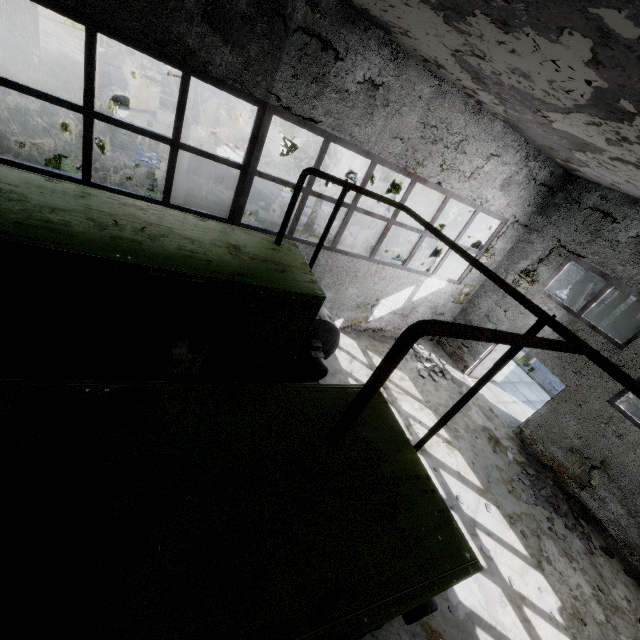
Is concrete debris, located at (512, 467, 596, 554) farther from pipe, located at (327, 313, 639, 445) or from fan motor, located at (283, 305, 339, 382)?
pipe, located at (327, 313, 639, 445)

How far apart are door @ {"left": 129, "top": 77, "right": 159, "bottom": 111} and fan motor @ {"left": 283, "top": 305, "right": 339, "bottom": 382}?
22.2 meters

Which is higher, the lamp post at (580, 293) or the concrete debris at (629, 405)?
the lamp post at (580, 293)

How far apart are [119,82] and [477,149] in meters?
25.1 m

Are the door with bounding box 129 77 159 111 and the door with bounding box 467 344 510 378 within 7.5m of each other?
no

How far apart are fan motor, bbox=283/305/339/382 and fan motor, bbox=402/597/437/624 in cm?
243

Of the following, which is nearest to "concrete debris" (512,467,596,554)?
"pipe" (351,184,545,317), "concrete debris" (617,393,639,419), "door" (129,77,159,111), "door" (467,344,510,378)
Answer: "door" (467,344,510,378)

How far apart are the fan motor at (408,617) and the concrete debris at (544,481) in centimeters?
458cm
